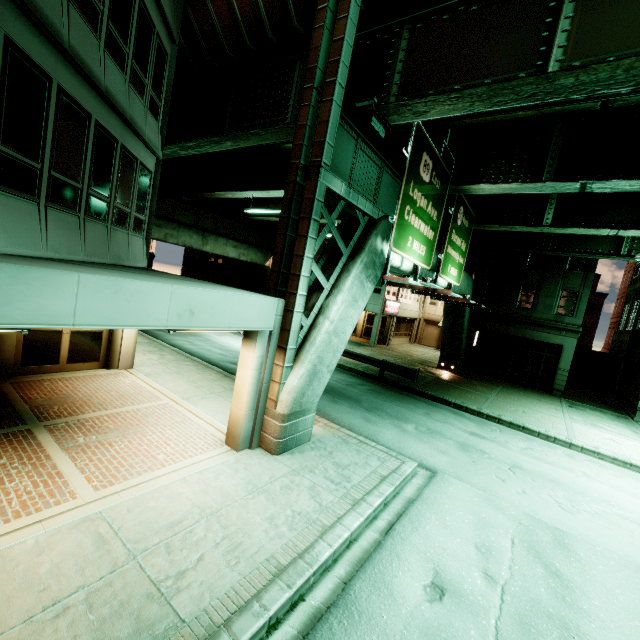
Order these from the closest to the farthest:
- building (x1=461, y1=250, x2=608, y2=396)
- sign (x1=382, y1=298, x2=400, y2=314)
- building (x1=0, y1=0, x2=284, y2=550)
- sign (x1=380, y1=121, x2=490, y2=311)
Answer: building (x1=0, y1=0, x2=284, y2=550), sign (x1=380, y1=121, x2=490, y2=311), building (x1=461, y1=250, x2=608, y2=396), sign (x1=382, y1=298, x2=400, y2=314)

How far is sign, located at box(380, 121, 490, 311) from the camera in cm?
946

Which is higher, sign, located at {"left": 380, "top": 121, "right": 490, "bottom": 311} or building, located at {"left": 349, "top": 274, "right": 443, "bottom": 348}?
sign, located at {"left": 380, "top": 121, "right": 490, "bottom": 311}

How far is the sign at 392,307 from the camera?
29.1 meters

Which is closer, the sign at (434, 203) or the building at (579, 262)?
the sign at (434, 203)

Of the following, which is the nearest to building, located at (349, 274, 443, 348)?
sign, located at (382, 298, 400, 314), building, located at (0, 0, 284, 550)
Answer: sign, located at (382, 298, 400, 314)

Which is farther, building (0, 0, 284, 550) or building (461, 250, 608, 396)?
building (461, 250, 608, 396)

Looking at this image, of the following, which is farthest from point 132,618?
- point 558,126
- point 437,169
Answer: point 558,126
